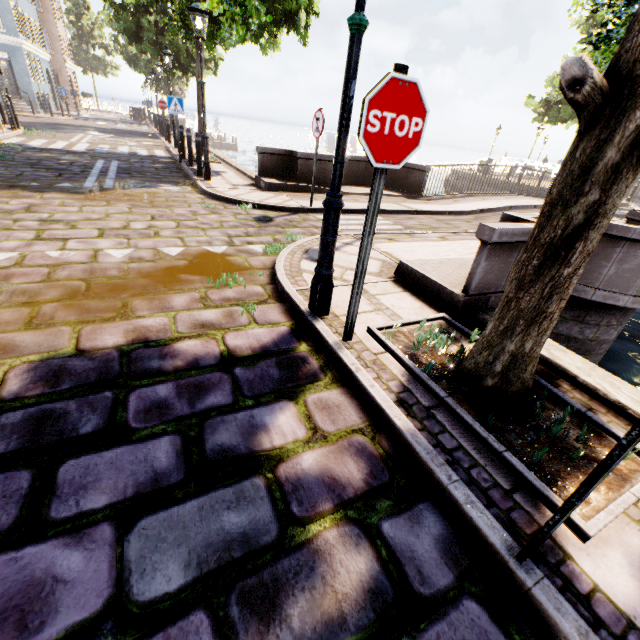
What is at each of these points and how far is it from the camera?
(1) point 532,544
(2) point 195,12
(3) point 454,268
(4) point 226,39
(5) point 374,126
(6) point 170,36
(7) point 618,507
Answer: (1) sign pole, 1.4m
(2) street light, 7.1m
(3) bridge, 4.4m
(4) tree, 12.6m
(5) sign, 2.0m
(6) tree, 18.9m
(7) tree planter, 1.7m

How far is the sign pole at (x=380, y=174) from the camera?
2.2 meters

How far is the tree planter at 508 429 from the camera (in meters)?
1.89

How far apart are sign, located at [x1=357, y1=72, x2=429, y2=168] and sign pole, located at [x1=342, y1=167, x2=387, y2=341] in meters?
0.0 m

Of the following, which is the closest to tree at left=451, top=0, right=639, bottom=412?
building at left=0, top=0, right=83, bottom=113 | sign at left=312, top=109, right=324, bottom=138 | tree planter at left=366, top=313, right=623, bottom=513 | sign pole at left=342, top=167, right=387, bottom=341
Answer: tree planter at left=366, top=313, right=623, bottom=513

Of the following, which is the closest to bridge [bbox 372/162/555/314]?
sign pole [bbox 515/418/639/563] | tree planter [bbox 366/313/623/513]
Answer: tree planter [bbox 366/313/623/513]

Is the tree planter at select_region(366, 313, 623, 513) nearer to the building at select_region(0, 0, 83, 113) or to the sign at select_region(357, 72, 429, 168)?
the sign at select_region(357, 72, 429, 168)

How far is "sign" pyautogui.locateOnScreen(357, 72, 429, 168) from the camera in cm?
190
